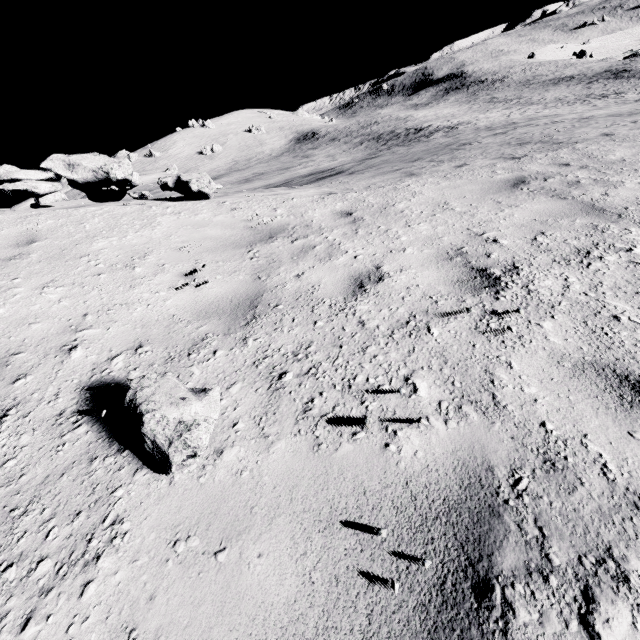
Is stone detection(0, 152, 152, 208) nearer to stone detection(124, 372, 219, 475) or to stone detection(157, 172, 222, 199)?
stone detection(157, 172, 222, 199)

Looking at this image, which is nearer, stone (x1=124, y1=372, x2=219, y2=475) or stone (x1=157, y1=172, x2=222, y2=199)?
stone (x1=124, y1=372, x2=219, y2=475)

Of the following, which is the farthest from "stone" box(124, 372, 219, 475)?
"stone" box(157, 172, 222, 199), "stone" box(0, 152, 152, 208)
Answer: "stone" box(0, 152, 152, 208)

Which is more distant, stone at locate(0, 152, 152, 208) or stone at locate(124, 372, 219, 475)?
stone at locate(0, 152, 152, 208)

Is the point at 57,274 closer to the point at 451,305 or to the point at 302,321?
the point at 302,321

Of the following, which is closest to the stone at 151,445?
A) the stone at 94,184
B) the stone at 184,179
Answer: the stone at 184,179
